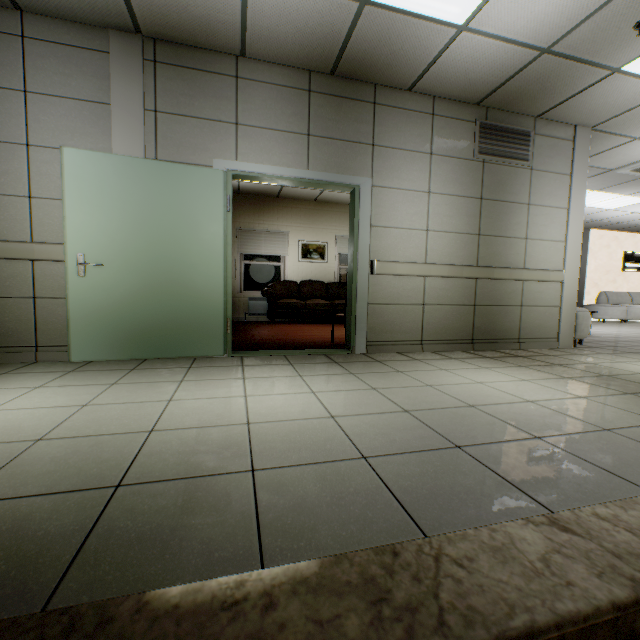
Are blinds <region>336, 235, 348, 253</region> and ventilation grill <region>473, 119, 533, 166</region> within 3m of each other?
no

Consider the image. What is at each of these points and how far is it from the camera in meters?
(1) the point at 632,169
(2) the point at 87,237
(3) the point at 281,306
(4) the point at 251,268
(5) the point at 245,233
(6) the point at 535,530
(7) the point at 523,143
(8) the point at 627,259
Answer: (1) air conditioning vent, 6.1 m
(2) door, 3.1 m
(3) sofa, 7.7 m
(4) window, 8.7 m
(5) blinds, 8.4 m
(6) stairs, 1.0 m
(7) ventilation grill, 4.5 m
(8) sign, 11.9 m

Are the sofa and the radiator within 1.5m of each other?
yes

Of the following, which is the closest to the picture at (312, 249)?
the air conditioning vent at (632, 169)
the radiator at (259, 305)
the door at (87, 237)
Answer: the radiator at (259, 305)

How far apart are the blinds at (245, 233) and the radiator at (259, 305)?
1.00m

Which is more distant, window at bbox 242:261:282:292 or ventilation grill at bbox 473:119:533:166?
window at bbox 242:261:282:292

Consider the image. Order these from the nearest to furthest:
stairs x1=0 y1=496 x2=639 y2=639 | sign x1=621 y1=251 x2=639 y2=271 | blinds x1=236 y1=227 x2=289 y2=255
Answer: stairs x1=0 y1=496 x2=639 y2=639 → blinds x1=236 y1=227 x2=289 y2=255 → sign x1=621 y1=251 x2=639 y2=271

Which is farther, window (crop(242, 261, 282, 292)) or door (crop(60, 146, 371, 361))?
window (crop(242, 261, 282, 292))
